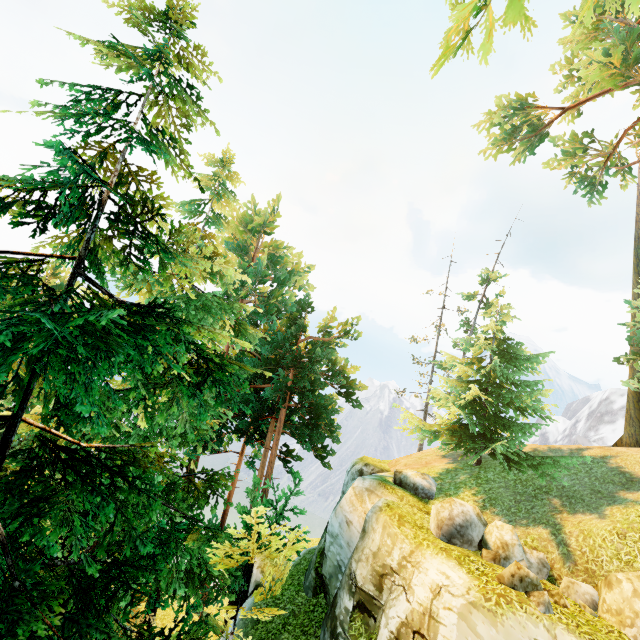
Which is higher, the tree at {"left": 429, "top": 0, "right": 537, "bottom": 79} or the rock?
the tree at {"left": 429, "top": 0, "right": 537, "bottom": 79}

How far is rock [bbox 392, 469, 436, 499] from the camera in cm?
1517

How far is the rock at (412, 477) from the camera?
15.17m

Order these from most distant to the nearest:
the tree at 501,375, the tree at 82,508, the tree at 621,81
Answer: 1. the tree at 621,81
2. the tree at 501,375
3. the tree at 82,508

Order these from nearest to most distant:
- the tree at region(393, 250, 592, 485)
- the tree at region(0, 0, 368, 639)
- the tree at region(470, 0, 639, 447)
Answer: the tree at region(0, 0, 368, 639) < the tree at region(393, 250, 592, 485) < the tree at region(470, 0, 639, 447)

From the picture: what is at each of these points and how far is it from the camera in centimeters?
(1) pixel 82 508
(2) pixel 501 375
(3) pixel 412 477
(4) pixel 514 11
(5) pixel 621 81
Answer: (1) tree, 488cm
(2) tree, 1725cm
(3) rock, 1608cm
(4) tree, 371cm
(5) tree, 2420cm

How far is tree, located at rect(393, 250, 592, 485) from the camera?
14.8 meters
